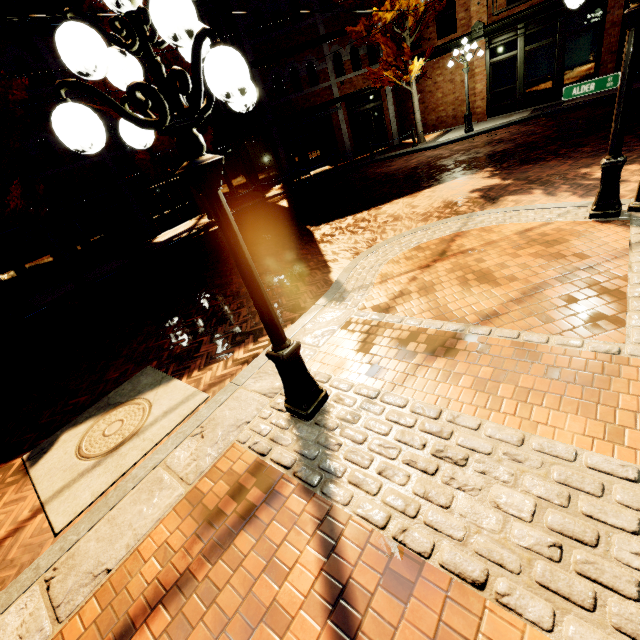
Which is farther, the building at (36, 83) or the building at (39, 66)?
the building at (36, 83)

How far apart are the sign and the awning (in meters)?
13.51

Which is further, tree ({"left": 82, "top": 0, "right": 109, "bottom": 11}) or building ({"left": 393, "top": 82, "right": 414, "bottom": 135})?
building ({"left": 393, "top": 82, "right": 414, "bottom": 135})

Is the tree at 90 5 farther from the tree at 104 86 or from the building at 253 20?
the building at 253 20

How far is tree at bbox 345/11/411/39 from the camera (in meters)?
13.19

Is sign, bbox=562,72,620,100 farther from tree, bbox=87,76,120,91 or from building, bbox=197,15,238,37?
building, bbox=197,15,238,37

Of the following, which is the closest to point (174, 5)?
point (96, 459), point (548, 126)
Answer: point (96, 459)

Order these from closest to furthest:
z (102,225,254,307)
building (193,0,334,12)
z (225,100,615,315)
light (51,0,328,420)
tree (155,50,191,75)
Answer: light (51,0,328,420) → z (225,100,615,315) → z (102,225,254,307) → tree (155,50,191,75) → building (193,0,334,12)
